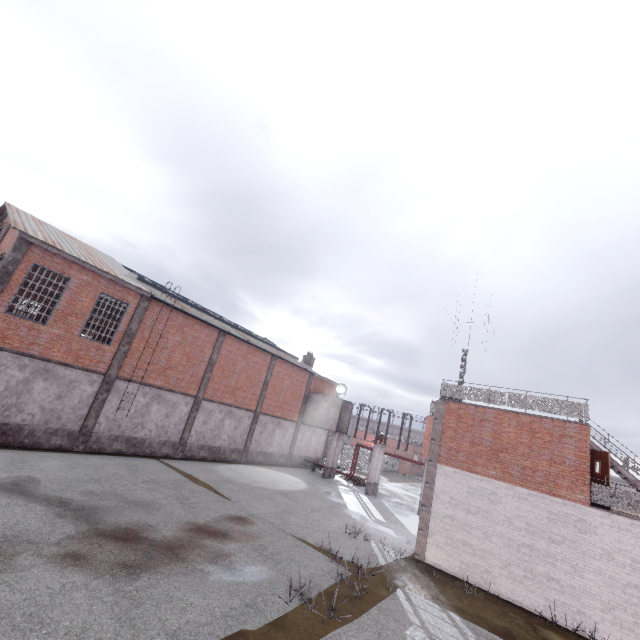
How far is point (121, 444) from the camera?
18.3 meters

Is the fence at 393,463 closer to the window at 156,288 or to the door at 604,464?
the door at 604,464

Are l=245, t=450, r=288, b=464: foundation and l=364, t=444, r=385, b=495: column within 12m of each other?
yes

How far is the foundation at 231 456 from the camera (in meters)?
21.78

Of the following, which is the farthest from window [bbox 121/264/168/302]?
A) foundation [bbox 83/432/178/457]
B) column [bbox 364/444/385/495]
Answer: column [bbox 364/444/385/495]

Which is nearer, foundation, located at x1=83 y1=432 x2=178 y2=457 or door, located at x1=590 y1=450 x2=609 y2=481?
door, located at x1=590 y1=450 x2=609 y2=481

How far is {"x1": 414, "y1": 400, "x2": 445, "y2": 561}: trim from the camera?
14.45m

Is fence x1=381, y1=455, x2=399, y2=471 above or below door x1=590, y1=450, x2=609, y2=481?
below
